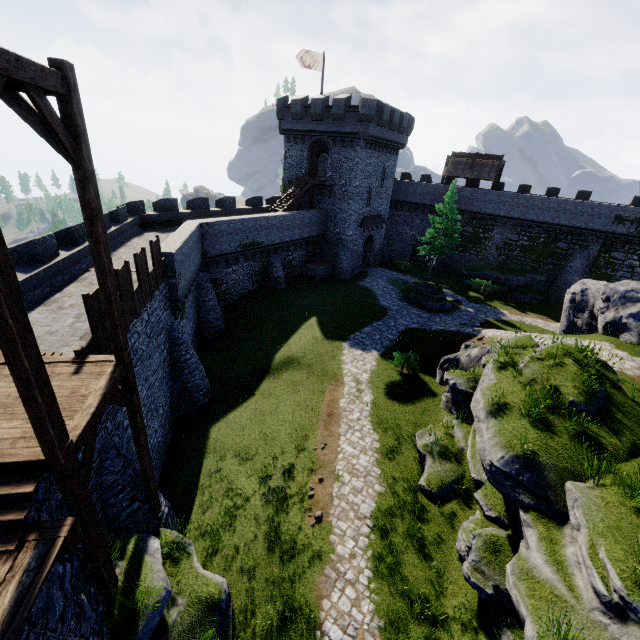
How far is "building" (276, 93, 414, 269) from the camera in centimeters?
3056cm

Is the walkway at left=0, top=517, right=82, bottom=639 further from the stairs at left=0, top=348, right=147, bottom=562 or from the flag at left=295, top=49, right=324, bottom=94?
the flag at left=295, top=49, right=324, bottom=94

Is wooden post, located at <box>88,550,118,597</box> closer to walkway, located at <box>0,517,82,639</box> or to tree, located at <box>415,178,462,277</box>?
walkway, located at <box>0,517,82,639</box>

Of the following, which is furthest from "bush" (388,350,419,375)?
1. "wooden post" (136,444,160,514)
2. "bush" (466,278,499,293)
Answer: "bush" (466,278,499,293)

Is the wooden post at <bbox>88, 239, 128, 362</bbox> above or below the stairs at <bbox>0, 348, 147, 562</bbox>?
above

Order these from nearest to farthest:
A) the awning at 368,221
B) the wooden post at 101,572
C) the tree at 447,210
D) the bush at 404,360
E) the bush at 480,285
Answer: the wooden post at 101,572
the bush at 404,360
the tree at 447,210
the bush at 480,285
the awning at 368,221

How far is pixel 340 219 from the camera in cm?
3481

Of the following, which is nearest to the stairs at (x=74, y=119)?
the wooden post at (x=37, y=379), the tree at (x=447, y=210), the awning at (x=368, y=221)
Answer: the wooden post at (x=37, y=379)
